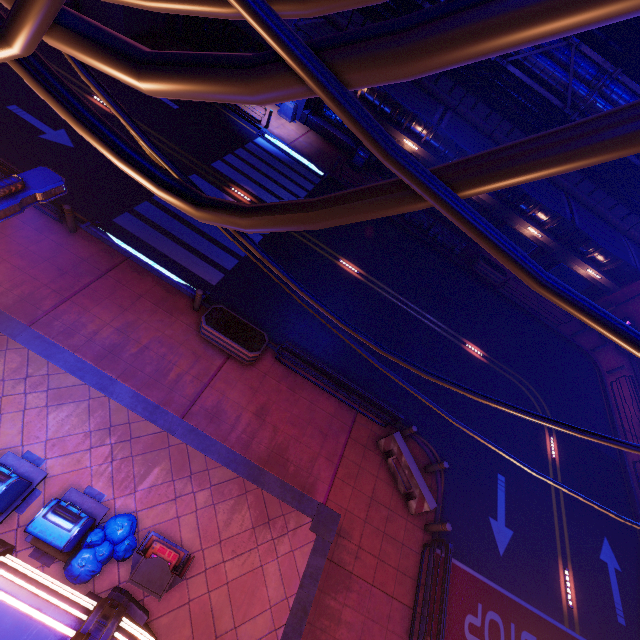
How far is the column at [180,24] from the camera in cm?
2100

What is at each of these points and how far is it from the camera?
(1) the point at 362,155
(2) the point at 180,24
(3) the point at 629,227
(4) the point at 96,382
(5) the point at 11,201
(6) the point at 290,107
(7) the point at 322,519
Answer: (1) trash can, 21.52m
(2) column, 21.22m
(3) fence, 19.38m
(4) beam, 8.97m
(5) street light, 2.68m
(6) street light, 21.30m
(7) pillar, 9.43m

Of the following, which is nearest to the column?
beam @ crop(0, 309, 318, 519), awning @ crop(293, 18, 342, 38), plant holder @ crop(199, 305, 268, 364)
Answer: awning @ crop(293, 18, 342, 38)

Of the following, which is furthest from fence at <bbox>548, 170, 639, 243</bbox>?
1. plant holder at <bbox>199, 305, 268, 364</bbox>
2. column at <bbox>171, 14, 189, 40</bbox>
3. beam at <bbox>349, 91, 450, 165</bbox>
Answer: plant holder at <bbox>199, 305, 268, 364</bbox>

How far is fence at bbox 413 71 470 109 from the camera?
18.06m

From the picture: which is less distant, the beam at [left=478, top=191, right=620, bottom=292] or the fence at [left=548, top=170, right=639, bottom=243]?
the fence at [left=548, top=170, right=639, bottom=243]

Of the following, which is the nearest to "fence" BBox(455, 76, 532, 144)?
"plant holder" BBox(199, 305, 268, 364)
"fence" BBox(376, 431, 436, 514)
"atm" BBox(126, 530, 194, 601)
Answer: "plant holder" BBox(199, 305, 268, 364)

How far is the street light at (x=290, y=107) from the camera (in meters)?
21.27
